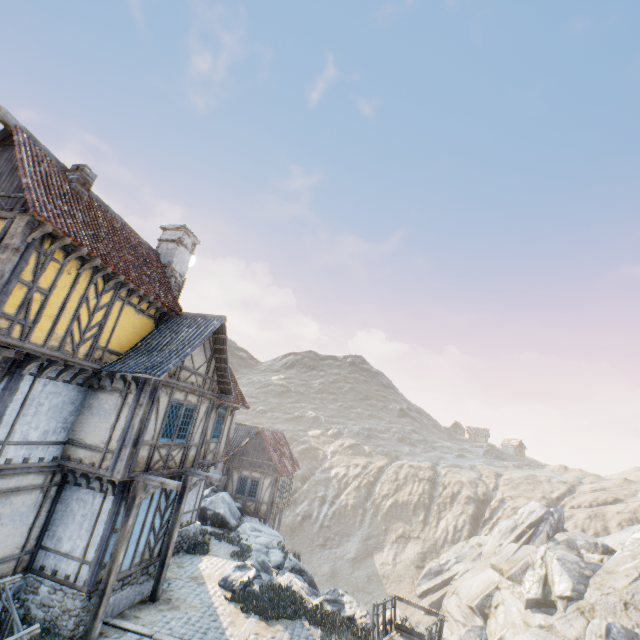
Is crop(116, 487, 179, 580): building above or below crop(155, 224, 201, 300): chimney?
below

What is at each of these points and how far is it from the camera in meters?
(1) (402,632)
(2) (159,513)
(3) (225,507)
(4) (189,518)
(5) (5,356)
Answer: (1) wagon, 10.1 m
(2) building, 11.5 m
(3) rock, 20.0 m
(4) building, 15.9 m
(5) wooden structure, 8.4 m

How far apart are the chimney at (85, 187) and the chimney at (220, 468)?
18.41m

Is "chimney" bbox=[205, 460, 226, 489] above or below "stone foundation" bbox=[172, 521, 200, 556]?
above

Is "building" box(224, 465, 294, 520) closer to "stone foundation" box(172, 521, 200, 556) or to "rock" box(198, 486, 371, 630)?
"rock" box(198, 486, 371, 630)

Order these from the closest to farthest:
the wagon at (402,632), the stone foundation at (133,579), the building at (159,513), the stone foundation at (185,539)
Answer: the wagon at (402,632) → the stone foundation at (133,579) → the building at (159,513) → the stone foundation at (185,539)

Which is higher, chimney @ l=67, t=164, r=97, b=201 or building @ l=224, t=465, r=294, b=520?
chimney @ l=67, t=164, r=97, b=201

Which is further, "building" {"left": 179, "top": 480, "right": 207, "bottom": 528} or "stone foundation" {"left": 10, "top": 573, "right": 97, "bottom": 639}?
"building" {"left": 179, "top": 480, "right": 207, "bottom": 528}
